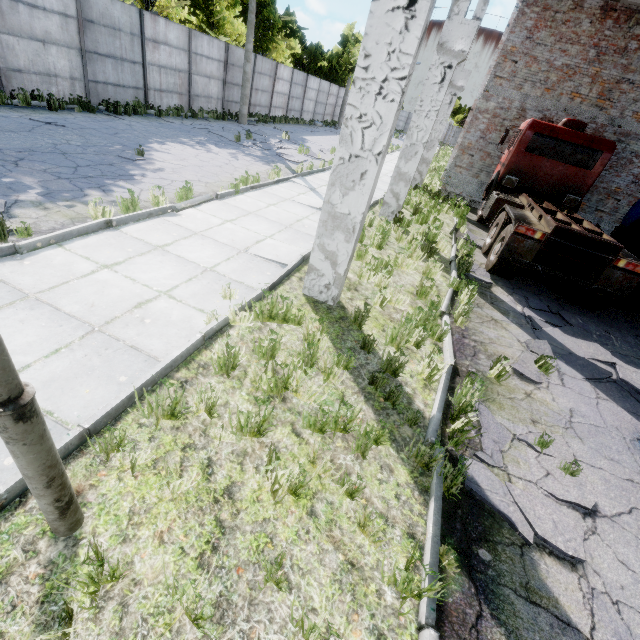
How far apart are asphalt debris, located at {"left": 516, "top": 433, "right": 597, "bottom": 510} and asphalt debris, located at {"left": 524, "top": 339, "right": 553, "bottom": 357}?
1.0 meters

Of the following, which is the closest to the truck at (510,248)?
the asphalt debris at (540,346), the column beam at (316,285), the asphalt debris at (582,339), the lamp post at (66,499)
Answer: the asphalt debris at (582,339)

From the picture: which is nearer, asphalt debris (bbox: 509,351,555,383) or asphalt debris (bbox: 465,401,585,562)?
asphalt debris (bbox: 465,401,585,562)

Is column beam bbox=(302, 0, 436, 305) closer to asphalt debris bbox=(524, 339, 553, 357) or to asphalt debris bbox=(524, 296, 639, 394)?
asphalt debris bbox=(524, 339, 553, 357)

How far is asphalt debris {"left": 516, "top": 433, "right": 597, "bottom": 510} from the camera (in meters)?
3.28

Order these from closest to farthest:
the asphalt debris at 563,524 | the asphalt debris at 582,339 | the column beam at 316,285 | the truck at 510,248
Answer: the asphalt debris at 563,524 < the column beam at 316,285 < the asphalt debris at 582,339 < the truck at 510,248

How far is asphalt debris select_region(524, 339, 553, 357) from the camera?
5.6m

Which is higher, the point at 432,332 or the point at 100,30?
the point at 100,30
